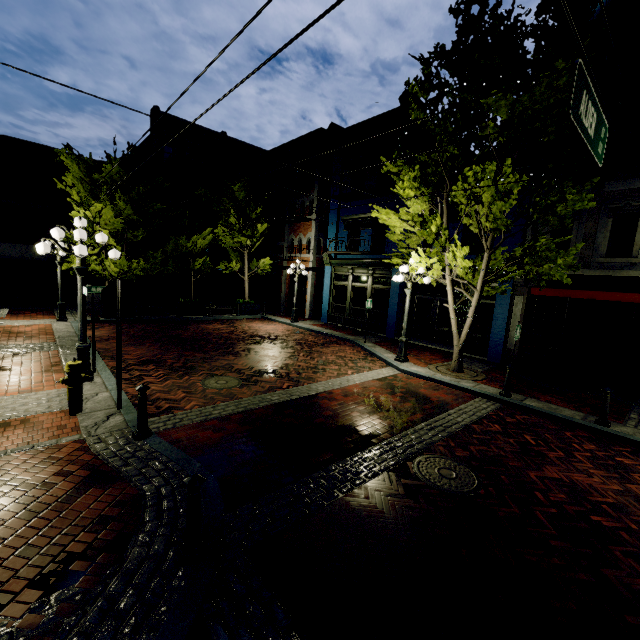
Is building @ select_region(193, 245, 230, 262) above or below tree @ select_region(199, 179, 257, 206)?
below

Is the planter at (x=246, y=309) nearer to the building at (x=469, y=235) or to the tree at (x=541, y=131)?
the tree at (x=541, y=131)

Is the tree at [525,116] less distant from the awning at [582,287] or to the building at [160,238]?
the awning at [582,287]

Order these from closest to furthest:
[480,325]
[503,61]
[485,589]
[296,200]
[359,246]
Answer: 1. [485,589]
2. [503,61]
3. [480,325]
4. [359,246]
5. [296,200]

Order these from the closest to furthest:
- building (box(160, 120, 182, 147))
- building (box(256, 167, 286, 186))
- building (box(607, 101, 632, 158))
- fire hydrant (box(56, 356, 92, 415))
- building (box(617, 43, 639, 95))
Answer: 1. fire hydrant (box(56, 356, 92, 415))
2. building (box(617, 43, 639, 95))
3. building (box(607, 101, 632, 158))
4. building (box(256, 167, 286, 186))
5. building (box(160, 120, 182, 147))

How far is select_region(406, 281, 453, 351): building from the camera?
15.18m

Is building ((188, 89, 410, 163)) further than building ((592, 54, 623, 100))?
Yes

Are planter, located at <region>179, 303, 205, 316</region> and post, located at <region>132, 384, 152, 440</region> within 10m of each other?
no
